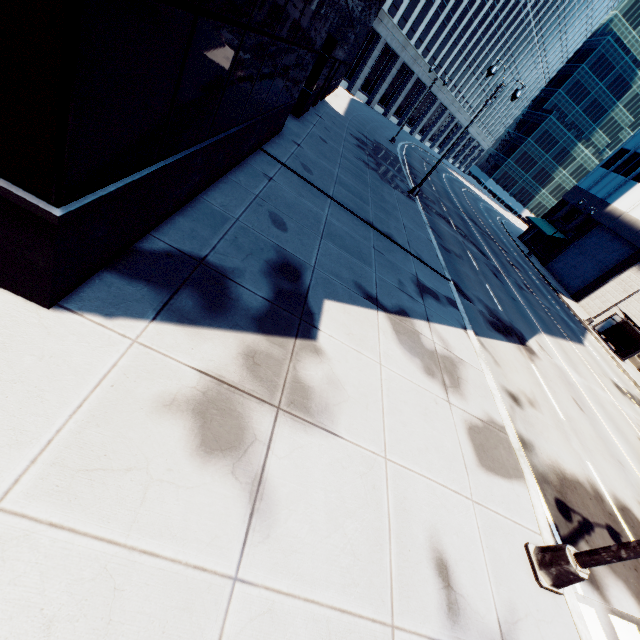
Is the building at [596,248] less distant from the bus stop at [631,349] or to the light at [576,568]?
the bus stop at [631,349]

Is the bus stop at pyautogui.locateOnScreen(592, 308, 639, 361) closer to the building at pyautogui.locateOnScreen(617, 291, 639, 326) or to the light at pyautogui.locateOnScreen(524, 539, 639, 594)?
the building at pyautogui.locateOnScreen(617, 291, 639, 326)

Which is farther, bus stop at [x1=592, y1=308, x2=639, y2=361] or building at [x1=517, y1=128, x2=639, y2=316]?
building at [x1=517, y1=128, x2=639, y2=316]

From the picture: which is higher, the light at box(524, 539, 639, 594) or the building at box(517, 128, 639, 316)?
the building at box(517, 128, 639, 316)

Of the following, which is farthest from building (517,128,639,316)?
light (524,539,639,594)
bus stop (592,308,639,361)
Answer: light (524,539,639,594)

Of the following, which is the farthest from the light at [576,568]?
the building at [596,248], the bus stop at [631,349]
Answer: the bus stop at [631,349]

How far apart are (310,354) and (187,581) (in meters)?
3.35
